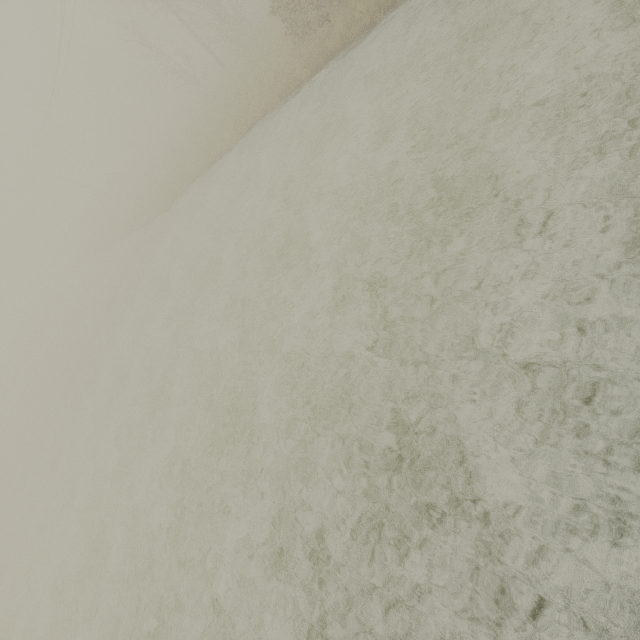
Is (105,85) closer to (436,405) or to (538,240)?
(538,240)
